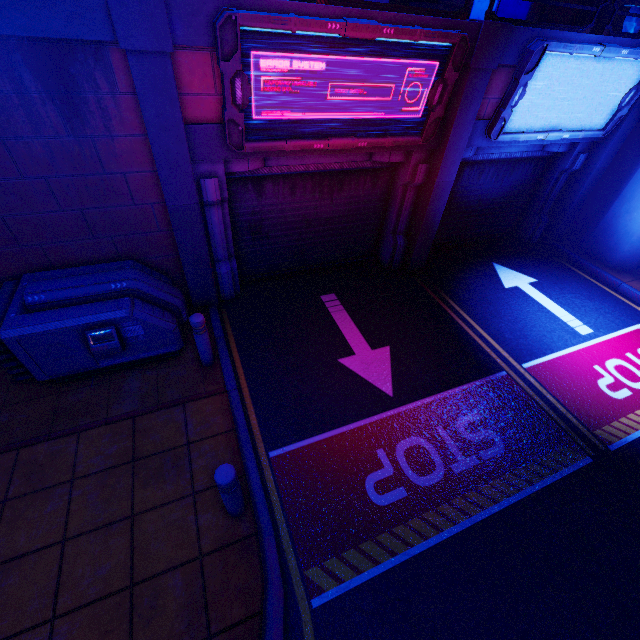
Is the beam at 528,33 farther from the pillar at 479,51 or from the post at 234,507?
the post at 234,507

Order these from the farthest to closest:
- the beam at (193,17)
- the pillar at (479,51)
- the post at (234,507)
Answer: the pillar at (479,51) → the beam at (193,17) → the post at (234,507)

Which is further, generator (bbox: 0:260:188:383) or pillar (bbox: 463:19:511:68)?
pillar (bbox: 463:19:511:68)

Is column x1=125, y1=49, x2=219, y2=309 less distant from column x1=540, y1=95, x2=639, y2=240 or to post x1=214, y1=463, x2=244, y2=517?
post x1=214, y1=463, x2=244, y2=517

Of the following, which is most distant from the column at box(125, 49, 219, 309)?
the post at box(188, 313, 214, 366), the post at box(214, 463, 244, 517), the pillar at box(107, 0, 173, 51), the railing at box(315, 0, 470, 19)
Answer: the post at box(214, 463, 244, 517)

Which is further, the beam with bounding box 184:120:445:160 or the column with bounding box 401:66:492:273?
the column with bounding box 401:66:492:273

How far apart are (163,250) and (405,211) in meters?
5.4

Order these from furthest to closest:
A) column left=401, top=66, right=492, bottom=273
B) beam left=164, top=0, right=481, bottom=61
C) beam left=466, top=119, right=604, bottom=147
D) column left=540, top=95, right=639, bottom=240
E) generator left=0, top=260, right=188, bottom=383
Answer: column left=540, top=95, right=639, bottom=240
beam left=466, top=119, right=604, bottom=147
column left=401, top=66, right=492, bottom=273
generator left=0, top=260, right=188, bottom=383
beam left=164, top=0, right=481, bottom=61
